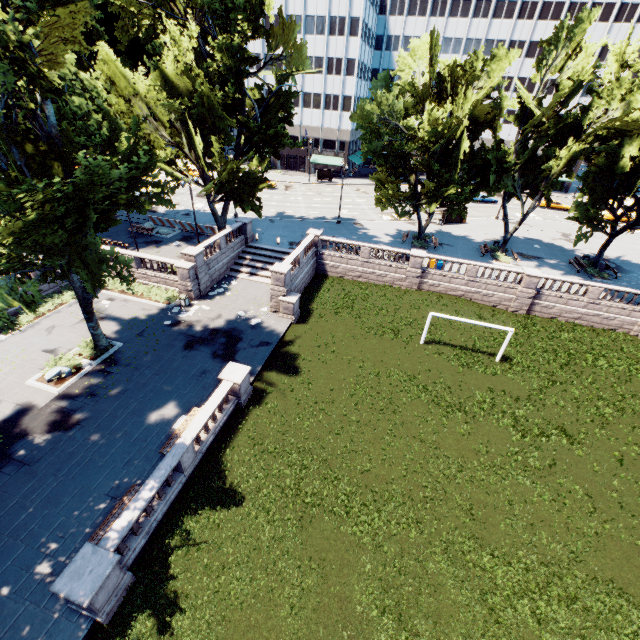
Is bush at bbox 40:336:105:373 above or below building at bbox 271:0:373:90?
below

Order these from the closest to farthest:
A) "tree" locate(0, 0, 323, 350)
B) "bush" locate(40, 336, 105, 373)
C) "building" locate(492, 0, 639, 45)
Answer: "tree" locate(0, 0, 323, 350) → "bush" locate(40, 336, 105, 373) → "building" locate(492, 0, 639, 45)

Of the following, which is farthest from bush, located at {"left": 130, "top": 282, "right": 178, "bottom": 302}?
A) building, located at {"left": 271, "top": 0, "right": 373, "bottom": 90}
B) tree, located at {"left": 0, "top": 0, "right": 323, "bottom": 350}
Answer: building, located at {"left": 271, "top": 0, "right": 373, "bottom": 90}

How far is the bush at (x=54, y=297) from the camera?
23.5m

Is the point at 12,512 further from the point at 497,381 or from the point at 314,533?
the point at 497,381

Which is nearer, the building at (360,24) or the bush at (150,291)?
the bush at (150,291)
